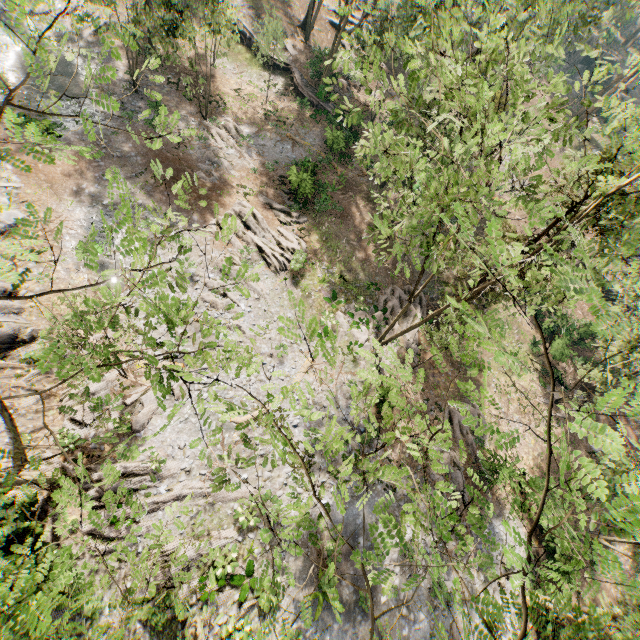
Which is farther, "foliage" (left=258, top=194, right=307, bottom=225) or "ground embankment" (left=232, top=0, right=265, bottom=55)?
"ground embankment" (left=232, top=0, right=265, bottom=55)

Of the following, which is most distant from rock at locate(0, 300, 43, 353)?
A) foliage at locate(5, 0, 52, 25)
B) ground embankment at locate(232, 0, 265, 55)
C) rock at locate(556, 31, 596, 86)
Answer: rock at locate(556, 31, 596, 86)

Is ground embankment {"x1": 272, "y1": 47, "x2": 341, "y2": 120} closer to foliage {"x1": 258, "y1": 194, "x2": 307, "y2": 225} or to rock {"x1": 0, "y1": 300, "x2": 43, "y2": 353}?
foliage {"x1": 258, "y1": 194, "x2": 307, "y2": 225}

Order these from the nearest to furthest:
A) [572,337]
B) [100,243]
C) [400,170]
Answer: [400,170] < [100,243] < [572,337]

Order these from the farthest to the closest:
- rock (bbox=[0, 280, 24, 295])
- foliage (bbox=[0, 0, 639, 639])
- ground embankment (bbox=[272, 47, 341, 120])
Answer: ground embankment (bbox=[272, 47, 341, 120]), rock (bbox=[0, 280, 24, 295]), foliage (bbox=[0, 0, 639, 639])

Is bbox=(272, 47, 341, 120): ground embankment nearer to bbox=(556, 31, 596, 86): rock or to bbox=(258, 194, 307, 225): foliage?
bbox=(258, 194, 307, 225): foliage

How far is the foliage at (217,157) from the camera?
25.9m

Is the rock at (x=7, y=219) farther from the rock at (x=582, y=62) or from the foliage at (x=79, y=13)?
the rock at (x=582, y=62)
